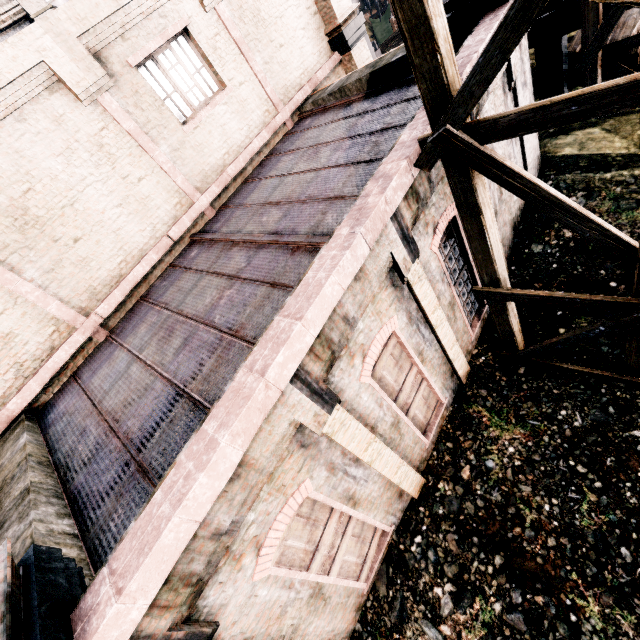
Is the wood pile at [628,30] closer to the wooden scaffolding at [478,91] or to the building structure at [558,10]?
the building structure at [558,10]

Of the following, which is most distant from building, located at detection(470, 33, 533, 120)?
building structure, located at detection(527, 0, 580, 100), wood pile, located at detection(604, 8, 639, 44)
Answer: wood pile, located at detection(604, 8, 639, 44)

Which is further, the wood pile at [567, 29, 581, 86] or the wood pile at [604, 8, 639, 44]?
the wood pile at [567, 29, 581, 86]

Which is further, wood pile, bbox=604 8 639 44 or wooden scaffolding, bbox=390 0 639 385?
wood pile, bbox=604 8 639 44

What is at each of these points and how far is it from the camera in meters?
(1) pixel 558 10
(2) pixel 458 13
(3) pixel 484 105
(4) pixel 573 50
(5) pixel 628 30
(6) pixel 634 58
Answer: (1) building structure, 9.0
(2) building, 6.9
(3) building, 6.8
(4) wood pile, 10.1
(5) wood pile, 9.2
(6) wood pile, 9.3

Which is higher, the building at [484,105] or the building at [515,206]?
the building at [484,105]

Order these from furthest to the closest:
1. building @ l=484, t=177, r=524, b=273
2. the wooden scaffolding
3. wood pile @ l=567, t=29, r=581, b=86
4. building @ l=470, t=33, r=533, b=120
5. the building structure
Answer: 1. wood pile @ l=567, t=29, r=581, b=86
2. the building structure
3. building @ l=484, t=177, r=524, b=273
4. building @ l=470, t=33, r=533, b=120
5. the wooden scaffolding

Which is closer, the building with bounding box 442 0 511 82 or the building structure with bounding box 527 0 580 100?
the building with bounding box 442 0 511 82
